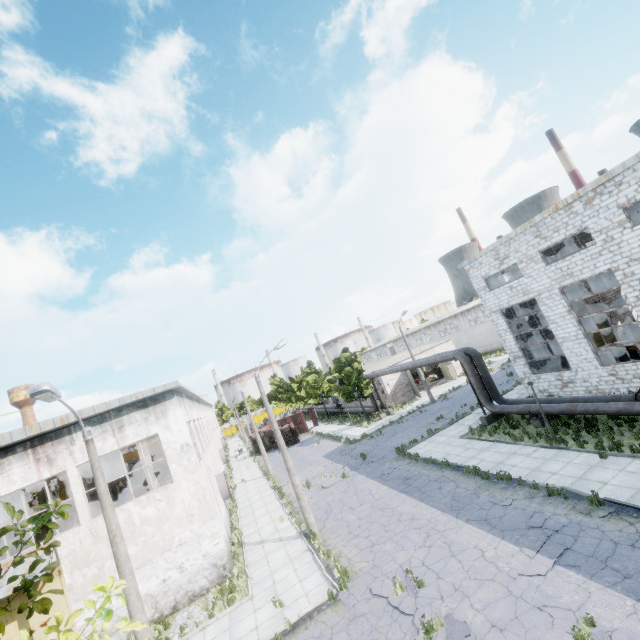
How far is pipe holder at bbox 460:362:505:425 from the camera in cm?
2202

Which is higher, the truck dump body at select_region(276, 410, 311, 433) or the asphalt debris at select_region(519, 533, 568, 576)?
the truck dump body at select_region(276, 410, 311, 433)

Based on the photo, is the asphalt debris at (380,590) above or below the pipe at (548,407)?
below

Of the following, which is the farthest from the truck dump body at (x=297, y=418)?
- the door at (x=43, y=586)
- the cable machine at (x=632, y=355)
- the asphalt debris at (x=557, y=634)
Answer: the asphalt debris at (x=557, y=634)

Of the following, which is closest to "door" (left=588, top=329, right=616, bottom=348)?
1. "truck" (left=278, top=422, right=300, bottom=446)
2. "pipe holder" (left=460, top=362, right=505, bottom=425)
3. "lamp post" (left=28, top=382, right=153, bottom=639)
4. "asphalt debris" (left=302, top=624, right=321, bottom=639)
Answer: "pipe holder" (left=460, top=362, right=505, bottom=425)

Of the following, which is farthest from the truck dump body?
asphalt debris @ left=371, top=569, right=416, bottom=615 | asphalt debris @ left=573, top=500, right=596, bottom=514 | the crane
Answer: asphalt debris @ left=573, top=500, right=596, bottom=514

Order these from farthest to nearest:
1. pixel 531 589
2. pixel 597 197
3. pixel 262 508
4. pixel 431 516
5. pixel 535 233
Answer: pixel 262 508 < pixel 535 233 < pixel 597 197 < pixel 431 516 < pixel 531 589

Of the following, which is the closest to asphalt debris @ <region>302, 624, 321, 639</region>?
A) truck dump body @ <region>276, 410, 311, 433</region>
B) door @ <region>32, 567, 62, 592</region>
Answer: door @ <region>32, 567, 62, 592</region>
